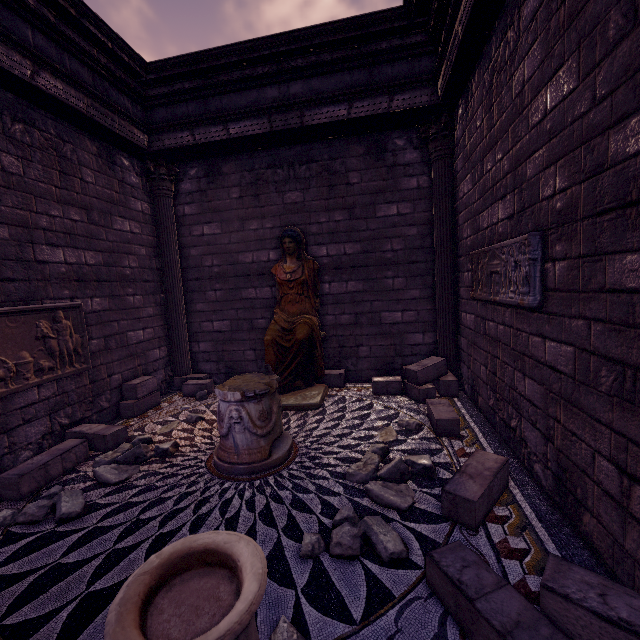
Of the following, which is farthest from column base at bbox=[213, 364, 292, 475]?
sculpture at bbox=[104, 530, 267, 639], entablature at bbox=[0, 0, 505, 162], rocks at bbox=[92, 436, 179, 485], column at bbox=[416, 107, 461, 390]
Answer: entablature at bbox=[0, 0, 505, 162]

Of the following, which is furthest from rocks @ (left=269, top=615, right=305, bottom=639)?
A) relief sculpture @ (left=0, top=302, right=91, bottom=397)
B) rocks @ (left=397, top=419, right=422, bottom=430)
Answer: relief sculpture @ (left=0, top=302, right=91, bottom=397)

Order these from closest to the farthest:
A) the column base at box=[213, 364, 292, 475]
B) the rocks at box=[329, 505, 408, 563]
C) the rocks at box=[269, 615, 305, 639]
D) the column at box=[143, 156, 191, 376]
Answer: the rocks at box=[269, 615, 305, 639] < the rocks at box=[329, 505, 408, 563] < the column base at box=[213, 364, 292, 475] < the column at box=[143, 156, 191, 376]

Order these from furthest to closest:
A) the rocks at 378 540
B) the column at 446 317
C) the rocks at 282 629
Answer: the column at 446 317 → the rocks at 378 540 → the rocks at 282 629

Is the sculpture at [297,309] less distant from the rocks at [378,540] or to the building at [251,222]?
the building at [251,222]

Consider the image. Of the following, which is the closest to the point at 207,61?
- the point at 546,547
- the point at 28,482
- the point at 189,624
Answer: the point at 28,482

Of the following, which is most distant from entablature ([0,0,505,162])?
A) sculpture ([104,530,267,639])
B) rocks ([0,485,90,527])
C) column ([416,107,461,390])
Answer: rocks ([0,485,90,527])

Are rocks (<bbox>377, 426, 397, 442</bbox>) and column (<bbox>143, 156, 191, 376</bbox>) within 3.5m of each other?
no
